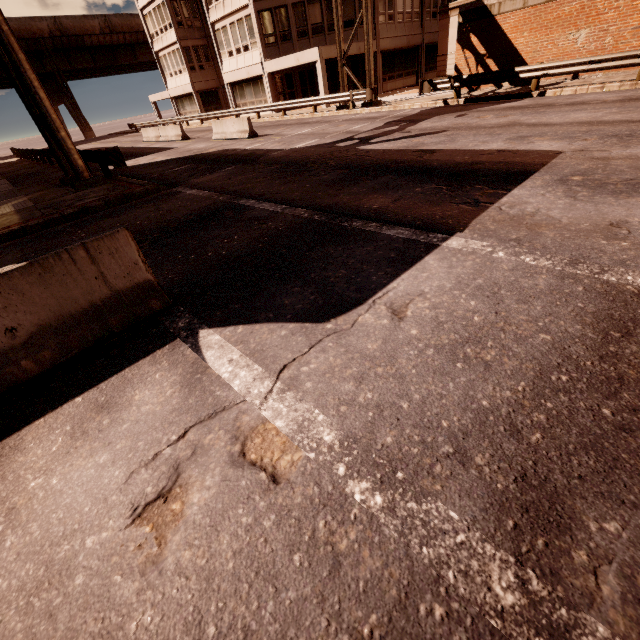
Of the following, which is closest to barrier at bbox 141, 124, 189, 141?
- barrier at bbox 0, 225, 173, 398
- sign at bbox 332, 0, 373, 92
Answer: sign at bbox 332, 0, 373, 92

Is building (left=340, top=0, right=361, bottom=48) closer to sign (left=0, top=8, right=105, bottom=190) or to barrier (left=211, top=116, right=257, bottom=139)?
sign (left=0, top=8, right=105, bottom=190)

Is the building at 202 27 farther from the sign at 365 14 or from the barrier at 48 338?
the barrier at 48 338

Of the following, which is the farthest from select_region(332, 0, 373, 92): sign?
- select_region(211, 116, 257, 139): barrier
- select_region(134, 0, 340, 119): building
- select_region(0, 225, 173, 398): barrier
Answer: select_region(0, 225, 173, 398): barrier

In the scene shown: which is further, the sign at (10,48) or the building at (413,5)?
the building at (413,5)

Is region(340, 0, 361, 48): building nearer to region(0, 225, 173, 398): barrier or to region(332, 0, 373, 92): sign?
region(332, 0, 373, 92): sign

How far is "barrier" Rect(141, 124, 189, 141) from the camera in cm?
2293

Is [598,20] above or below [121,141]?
above
